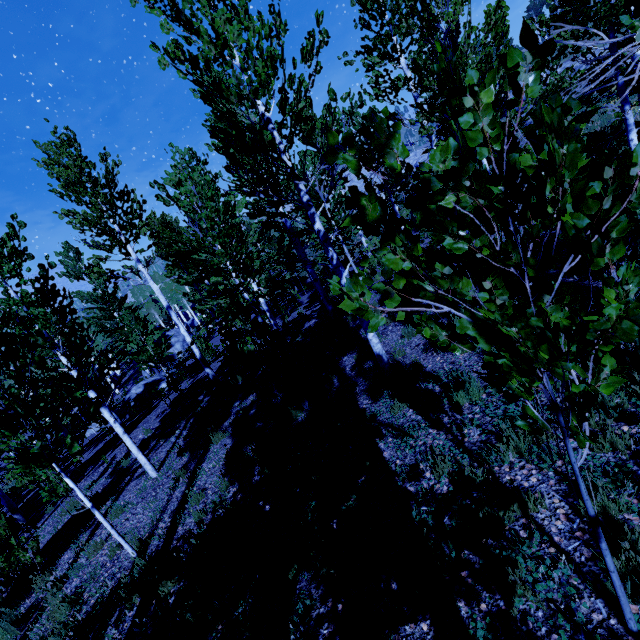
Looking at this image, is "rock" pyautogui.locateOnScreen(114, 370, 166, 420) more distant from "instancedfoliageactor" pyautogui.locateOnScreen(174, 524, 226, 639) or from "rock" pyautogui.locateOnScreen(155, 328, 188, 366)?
"rock" pyautogui.locateOnScreen(155, 328, 188, 366)

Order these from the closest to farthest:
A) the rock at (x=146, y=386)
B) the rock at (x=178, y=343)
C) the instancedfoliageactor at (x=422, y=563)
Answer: the instancedfoliageactor at (x=422, y=563) < the rock at (x=146, y=386) < the rock at (x=178, y=343)

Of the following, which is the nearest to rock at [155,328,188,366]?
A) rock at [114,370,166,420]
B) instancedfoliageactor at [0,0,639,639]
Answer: instancedfoliageactor at [0,0,639,639]

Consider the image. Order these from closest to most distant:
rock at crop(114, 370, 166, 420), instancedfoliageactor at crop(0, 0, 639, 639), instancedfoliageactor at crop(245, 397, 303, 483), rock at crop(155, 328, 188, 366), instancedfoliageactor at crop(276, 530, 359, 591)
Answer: instancedfoliageactor at crop(0, 0, 639, 639), instancedfoliageactor at crop(276, 530, 359, 591), instancedfoliageactor at crop(245, 397, 303, 483), rock at crop(114, 370, 166, 420), rock at crop(155, 328, 188, 366)

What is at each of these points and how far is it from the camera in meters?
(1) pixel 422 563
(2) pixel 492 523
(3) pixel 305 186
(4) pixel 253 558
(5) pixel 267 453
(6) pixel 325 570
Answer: (1) instancedfoliageactor, 2.8
(2) instancedfoliageactor, 2.9
(3) instancedfoliageactor, 6.3
(4) instancedfoliageactor, 3.6
(5) instancedfoliageactor, 5.8
(6) instancedfoliageactor, 3.3

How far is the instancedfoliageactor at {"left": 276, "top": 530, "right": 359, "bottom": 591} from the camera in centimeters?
324cm

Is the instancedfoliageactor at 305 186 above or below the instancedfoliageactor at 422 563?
above
